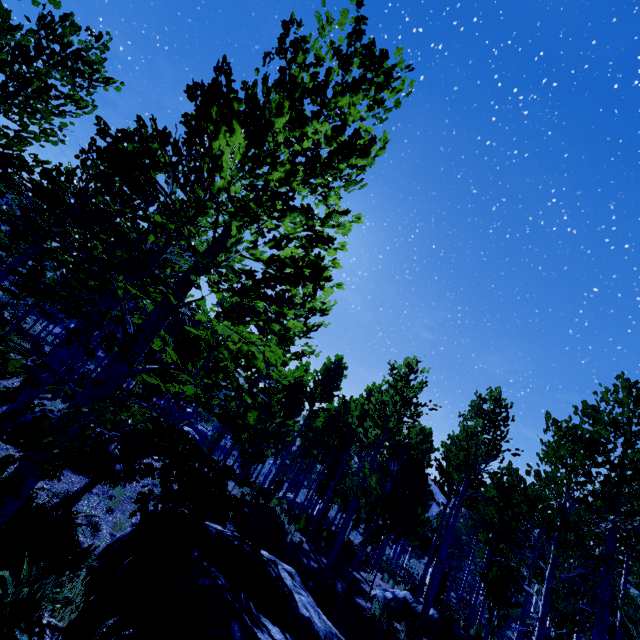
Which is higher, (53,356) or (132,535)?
(53,356)

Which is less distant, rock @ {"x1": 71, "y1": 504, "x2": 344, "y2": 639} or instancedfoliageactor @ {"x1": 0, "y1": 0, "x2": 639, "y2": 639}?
instancedfoliageactor @ {"x1": 0, "y1": 0, "x2": 639, "y2": 639}

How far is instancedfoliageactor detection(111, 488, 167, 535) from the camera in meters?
1.9 m

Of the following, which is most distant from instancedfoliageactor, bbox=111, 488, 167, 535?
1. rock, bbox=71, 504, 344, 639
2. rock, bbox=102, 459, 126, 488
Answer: rock, bbox=102, 459, 126, 488

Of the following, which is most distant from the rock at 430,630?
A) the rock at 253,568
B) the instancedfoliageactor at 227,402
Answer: the rock at 253,568

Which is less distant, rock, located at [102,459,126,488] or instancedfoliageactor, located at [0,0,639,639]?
instancedfoliageactor, located at [0,0,639,639]

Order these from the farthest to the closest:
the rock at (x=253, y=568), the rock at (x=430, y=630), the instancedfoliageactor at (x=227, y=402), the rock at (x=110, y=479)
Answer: the rock at (x=430, y=630) < the rock at (x=110, y=479) < the rock at (x=253, y=568) < the instancedfoliageactor at (x=227, y=402)
